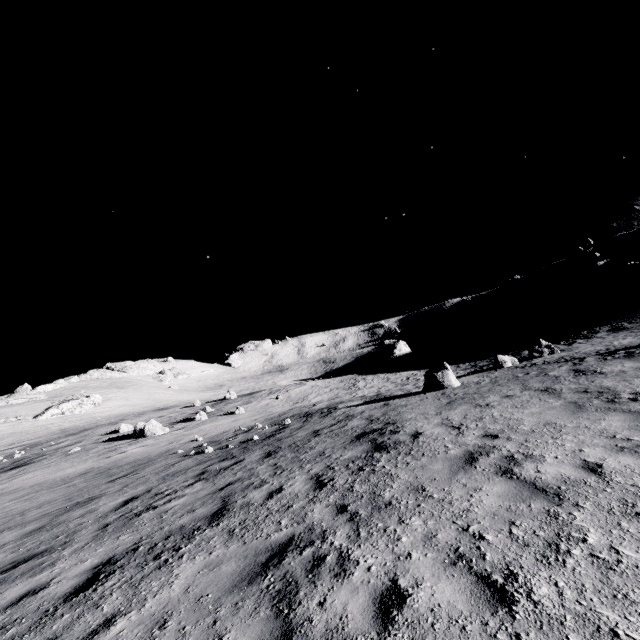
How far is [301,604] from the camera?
3.6m

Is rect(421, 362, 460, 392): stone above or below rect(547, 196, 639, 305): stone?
below

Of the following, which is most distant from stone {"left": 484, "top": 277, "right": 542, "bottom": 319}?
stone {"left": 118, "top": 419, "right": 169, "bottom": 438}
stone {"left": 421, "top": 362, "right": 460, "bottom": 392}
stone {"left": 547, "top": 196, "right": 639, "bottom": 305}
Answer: stone {"left": 118, "top": 419, "right": 169, "bottom": 438}

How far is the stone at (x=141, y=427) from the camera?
24.2m

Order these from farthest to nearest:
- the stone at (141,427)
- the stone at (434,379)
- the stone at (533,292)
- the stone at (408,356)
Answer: the stone at (533,292) → the stone at (408,356) → the stone at (141,427) → the stone at (434,379)

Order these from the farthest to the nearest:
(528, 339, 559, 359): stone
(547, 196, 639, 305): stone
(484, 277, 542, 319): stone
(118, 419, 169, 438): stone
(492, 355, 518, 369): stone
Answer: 1. (484, 277, 542, 319): stone
2. (547, 196, 639, 305): stone
3. (118, 419, 169, 438): stone
4. (528, 339, 559, 359): stone
5. (492, 355, 518, 369): stone

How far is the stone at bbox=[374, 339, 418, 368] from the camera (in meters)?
41.38

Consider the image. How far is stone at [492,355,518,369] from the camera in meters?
19.6 m
